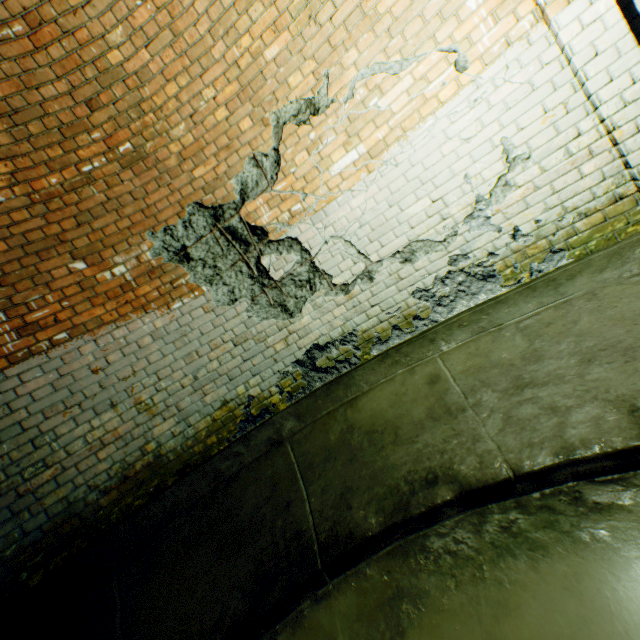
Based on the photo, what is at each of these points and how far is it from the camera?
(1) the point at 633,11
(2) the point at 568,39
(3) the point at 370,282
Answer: (1) building tunnel, 2.0m
(2) wall archway, 2.1m
(3) building tunnel, 3.2m
